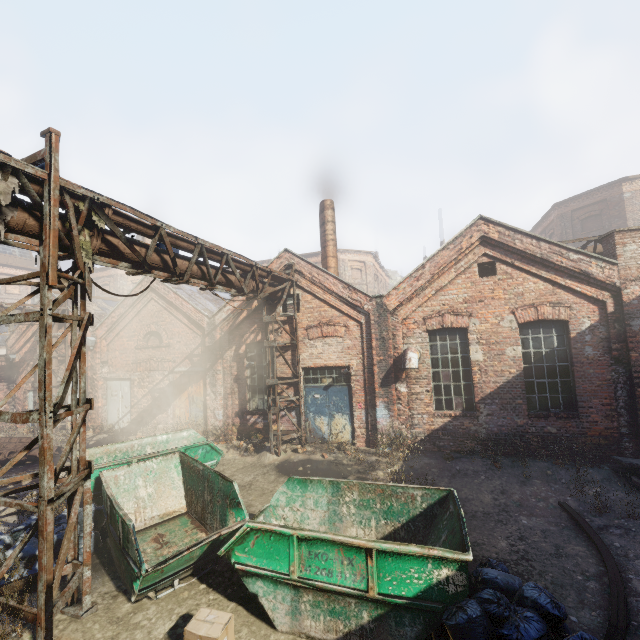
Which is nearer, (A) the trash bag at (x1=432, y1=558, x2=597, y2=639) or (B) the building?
(A) the trash bag at (x1=432, y1=558, x2=597, y2=639)

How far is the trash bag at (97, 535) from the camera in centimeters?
651cm

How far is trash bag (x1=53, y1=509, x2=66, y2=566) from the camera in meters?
5.9

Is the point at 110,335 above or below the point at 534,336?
above

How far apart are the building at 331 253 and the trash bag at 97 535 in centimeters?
1069cm

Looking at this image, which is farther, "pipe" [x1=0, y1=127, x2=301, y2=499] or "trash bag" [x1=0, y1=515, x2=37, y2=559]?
"trash bag" [x1=0, y1=515, x2=37, y2=559]

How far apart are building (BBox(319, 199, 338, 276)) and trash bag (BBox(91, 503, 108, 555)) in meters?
10.7 m
